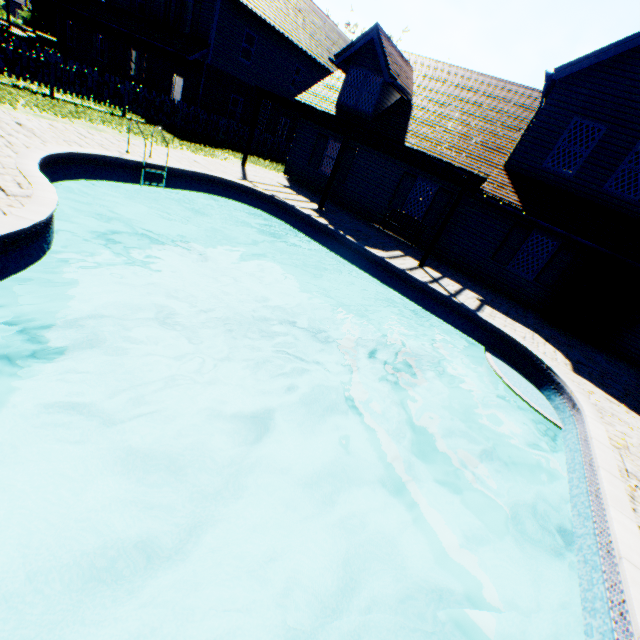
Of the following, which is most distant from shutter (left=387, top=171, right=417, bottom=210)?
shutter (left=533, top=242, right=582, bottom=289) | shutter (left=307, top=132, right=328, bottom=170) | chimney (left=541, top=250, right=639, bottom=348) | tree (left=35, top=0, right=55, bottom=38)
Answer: tree (left=35, top=0, right=55, bottom=38)

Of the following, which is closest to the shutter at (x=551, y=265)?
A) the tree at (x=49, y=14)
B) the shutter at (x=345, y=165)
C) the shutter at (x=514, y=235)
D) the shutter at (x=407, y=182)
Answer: the shutter at (x=514, y=235)

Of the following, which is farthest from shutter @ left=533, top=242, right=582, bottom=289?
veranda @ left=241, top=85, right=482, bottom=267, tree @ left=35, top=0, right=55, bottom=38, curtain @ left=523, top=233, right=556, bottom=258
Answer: tree @ left=35, top=0, right=55, bottom=38

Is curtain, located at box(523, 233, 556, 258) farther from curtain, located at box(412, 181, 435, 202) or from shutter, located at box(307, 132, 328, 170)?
shutter, located at box(307, 132, 328, 170)

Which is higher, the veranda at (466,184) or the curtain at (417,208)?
the veranda at (466,184)

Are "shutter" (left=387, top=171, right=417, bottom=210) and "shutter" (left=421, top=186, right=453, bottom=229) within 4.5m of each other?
yes

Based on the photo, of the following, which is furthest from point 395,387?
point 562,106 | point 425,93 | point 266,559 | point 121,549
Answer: point 425,93

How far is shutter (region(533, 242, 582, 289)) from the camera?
11.4 meters
